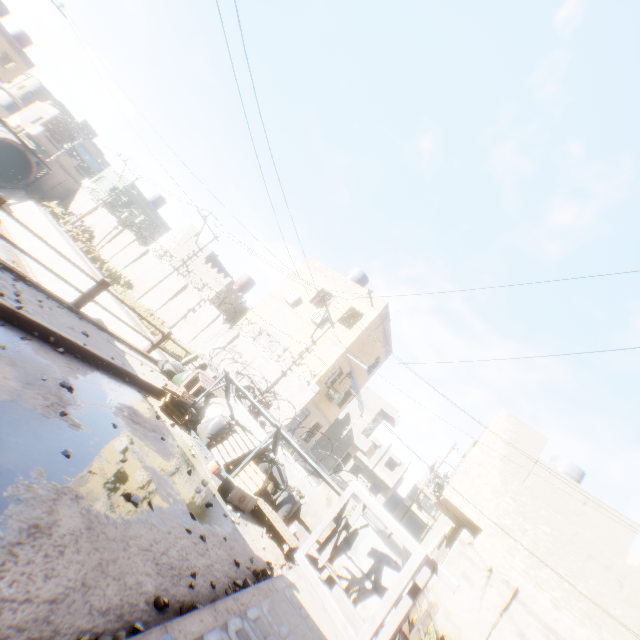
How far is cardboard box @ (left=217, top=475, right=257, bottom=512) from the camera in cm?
568

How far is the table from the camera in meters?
8.5

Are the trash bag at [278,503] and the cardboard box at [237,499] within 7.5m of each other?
yes

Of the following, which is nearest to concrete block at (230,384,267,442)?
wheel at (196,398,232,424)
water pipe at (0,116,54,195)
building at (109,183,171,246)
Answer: wheel at (196,398,232,424)

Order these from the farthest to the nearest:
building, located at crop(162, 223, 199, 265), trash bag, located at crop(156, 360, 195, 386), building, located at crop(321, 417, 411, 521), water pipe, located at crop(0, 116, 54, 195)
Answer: building, located at crop(321, 417, 411, 521), building, located at crop(162, 223, 199, 265), water pipe, located at crop(0, 116, 54, 195), trash bag, located at crop(156, 360, 195, 386)

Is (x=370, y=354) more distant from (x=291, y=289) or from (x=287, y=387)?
(x=287, y=387)

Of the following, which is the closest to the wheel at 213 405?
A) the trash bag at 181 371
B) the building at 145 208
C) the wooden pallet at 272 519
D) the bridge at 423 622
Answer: the trash bag at 181 371

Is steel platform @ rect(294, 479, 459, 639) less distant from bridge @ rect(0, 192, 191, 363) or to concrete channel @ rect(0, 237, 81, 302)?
concrete channel @ rect(0, 237, 81, 302)
